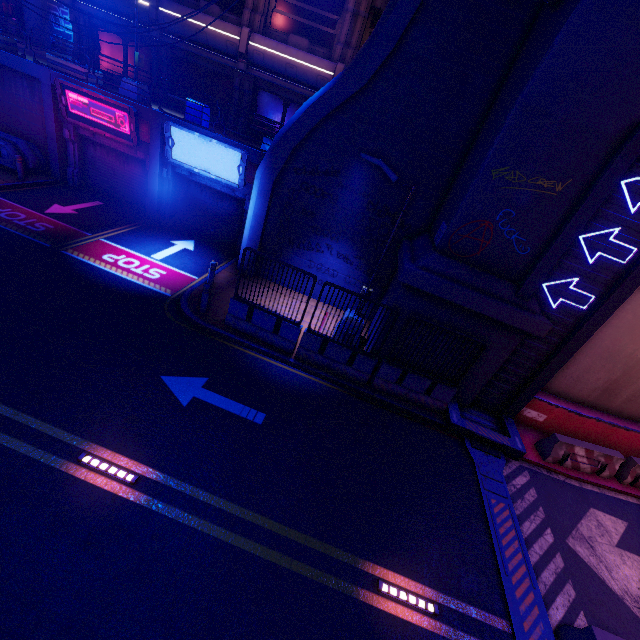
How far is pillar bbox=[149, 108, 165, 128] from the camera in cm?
1359

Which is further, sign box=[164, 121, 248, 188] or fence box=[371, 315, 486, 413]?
sign box=[164, 121, 248, 188]

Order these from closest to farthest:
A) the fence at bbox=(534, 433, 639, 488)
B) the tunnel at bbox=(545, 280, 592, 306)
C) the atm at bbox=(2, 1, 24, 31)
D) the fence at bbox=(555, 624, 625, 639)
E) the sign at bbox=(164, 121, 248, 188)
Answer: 1. the fence at bbox=(555, 624, 625, 639)
2. the tunnel at bbox=(545, 280, 592, 306)
3. the fence at bbox=(534, 433, 639, 488)
4. the sign at bbox=(164, 121, 248, 188)
5. the atm at bbox=(2, 1, 24, 31)

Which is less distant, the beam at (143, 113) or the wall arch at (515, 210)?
the wall arch at (515, 210)

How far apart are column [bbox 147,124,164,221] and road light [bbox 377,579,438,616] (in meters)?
16.83

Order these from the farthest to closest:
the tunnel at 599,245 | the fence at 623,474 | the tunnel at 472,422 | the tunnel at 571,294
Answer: the fence at 623,474 < the tunnel at 571,294 < the tunnel at 599,245 < the tunnel at 472,422

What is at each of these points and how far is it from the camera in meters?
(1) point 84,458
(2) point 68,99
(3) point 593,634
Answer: (1) road light, 6.2 m
(2) sign, 14.0 m
(3) fence, 5.8 m

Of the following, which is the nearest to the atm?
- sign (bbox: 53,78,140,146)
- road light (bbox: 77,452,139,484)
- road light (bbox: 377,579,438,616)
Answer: sign (bbox: 53,78,140,146)
